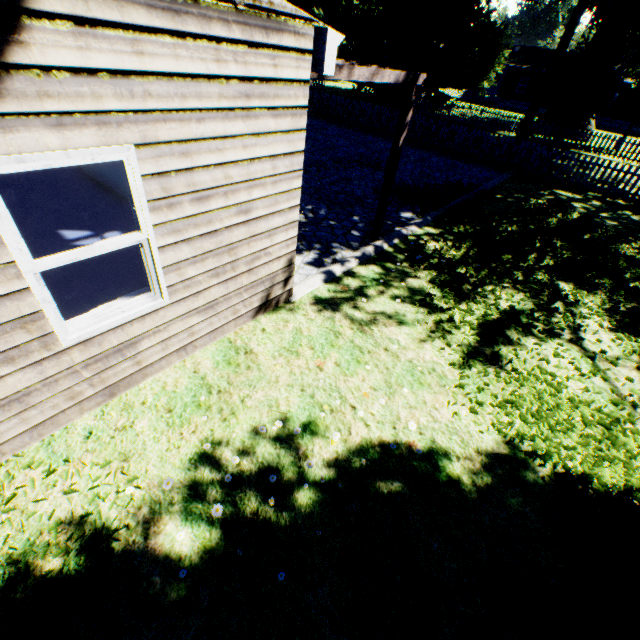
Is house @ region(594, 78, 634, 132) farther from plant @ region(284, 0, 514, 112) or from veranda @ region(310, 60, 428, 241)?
veranda @ region(310, 60, 428, 241)

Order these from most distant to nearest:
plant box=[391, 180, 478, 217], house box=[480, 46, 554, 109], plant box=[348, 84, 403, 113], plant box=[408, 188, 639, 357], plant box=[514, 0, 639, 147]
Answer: house box=[480, 46, 554, 109] < plant box=[348, 84, 403, 113] < plant box=[514, 0, 639, 147] < plant box=[391, 180, 478, 217] < plant box=[408, 188, 639, 357]

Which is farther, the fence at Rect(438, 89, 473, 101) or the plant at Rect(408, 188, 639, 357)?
the fence at Rect(438, 89, 473, 101)

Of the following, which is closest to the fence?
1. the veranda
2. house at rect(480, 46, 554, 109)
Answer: house at rect(480, 46, 554, 109)

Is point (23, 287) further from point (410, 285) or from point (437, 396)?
point (410, 285)

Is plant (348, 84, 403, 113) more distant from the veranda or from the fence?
the veranda

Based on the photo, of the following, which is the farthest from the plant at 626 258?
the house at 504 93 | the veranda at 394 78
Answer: the veranda at 394 78
